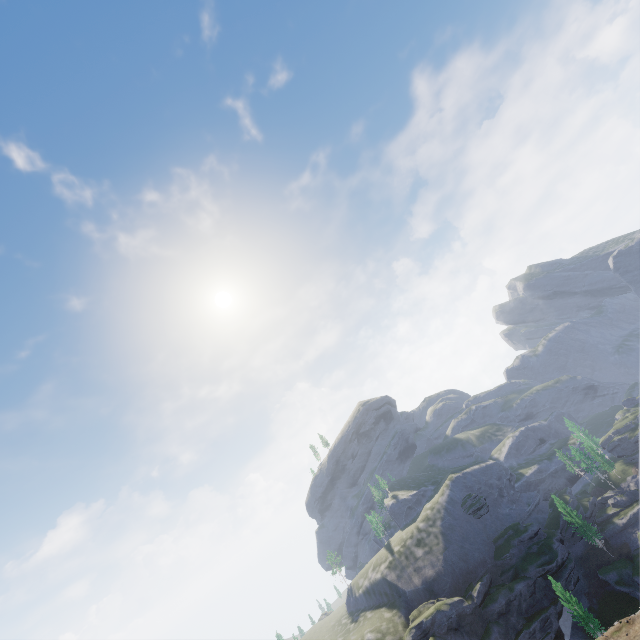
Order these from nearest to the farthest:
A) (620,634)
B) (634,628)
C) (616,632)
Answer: (634,628) → (620,634) → (616,632)
